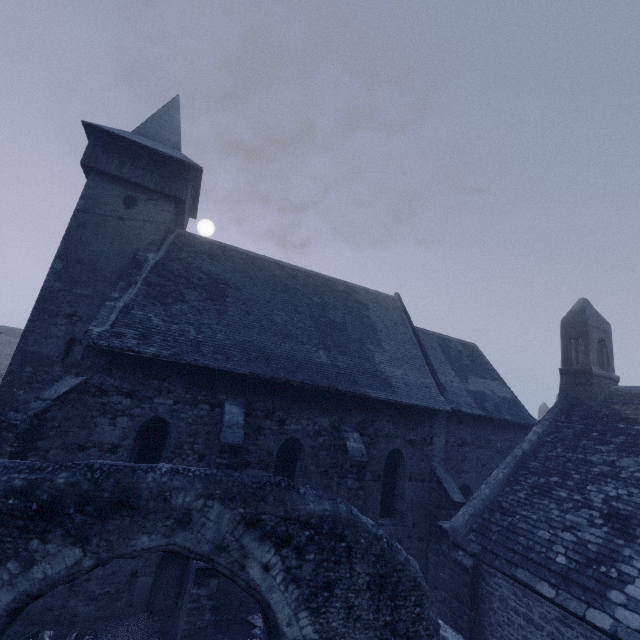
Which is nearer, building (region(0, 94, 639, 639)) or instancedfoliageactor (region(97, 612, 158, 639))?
instancedfoliageactor (region(97, 612, 158, 639))

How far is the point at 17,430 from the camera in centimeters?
748cm

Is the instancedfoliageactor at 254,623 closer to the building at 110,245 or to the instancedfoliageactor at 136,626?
the building at 110,245

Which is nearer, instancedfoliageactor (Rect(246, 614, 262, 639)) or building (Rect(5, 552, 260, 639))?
building (Rect(5, 552, 260, 639))

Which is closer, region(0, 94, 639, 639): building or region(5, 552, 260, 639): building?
region(5, 552, 260, 639): building

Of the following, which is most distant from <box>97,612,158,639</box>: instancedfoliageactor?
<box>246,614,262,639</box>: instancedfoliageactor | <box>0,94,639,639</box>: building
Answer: <box>246,614,262,639</box>: instancedfoliageactor

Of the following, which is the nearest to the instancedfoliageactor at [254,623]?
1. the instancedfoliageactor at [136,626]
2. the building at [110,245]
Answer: the building at [110,245]
